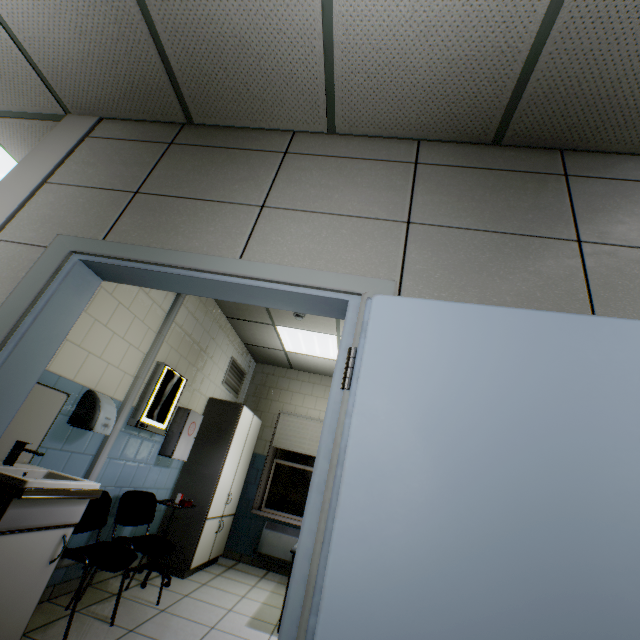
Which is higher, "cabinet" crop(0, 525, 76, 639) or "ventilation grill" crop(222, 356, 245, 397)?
"ventilation grill" crop(222, 356, 245, 397)

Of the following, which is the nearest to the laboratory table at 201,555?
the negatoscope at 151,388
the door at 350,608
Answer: the negatoscope at 151,388

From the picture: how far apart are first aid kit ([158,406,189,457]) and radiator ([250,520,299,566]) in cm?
246

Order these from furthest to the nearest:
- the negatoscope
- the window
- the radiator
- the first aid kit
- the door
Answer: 1. the window
2. the radiator
3. the first aid kit
4. the negatoscope
5. the door

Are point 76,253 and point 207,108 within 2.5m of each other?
yes

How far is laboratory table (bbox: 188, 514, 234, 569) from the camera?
4.0m

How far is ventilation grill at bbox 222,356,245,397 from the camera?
5.41m

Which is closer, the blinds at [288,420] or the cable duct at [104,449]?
the cable duct at [104,449]
